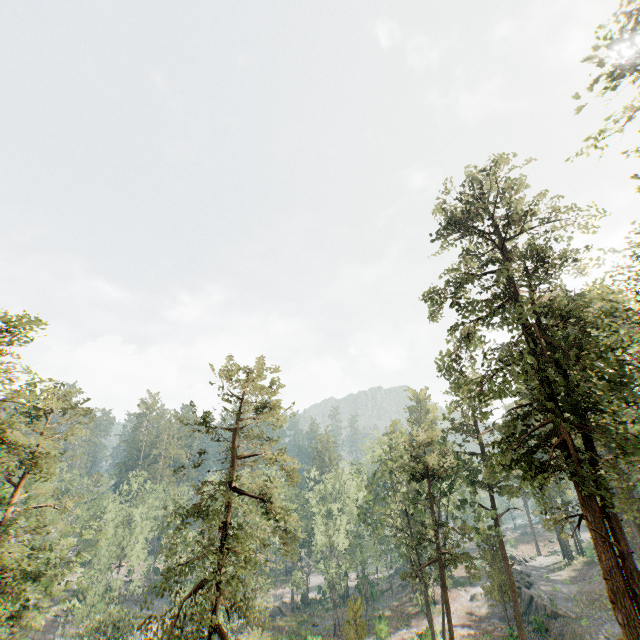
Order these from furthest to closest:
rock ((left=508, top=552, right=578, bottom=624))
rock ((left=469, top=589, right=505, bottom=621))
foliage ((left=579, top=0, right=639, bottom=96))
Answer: rock ((left=469, top=589, right=505, bottom=621)), rock ((left=508, top=552, right=578, bottom=624)), foliage ((left=579, top=0, right=639, bottom=96))

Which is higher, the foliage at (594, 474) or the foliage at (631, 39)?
the foliage at (631, 39)

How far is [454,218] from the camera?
22.03m

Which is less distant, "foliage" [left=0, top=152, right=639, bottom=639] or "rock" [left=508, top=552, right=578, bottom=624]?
"foliage" [left=0, top=152, right=639, bottom=639]

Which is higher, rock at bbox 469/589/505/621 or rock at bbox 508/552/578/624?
rock at bbox 508/552/578/624

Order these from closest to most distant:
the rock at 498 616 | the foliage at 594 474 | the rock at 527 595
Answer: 1. the foliage at 594 474
2. the rock at 527 595
3. the rock at 498 616

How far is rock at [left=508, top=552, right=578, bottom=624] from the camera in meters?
34.1
